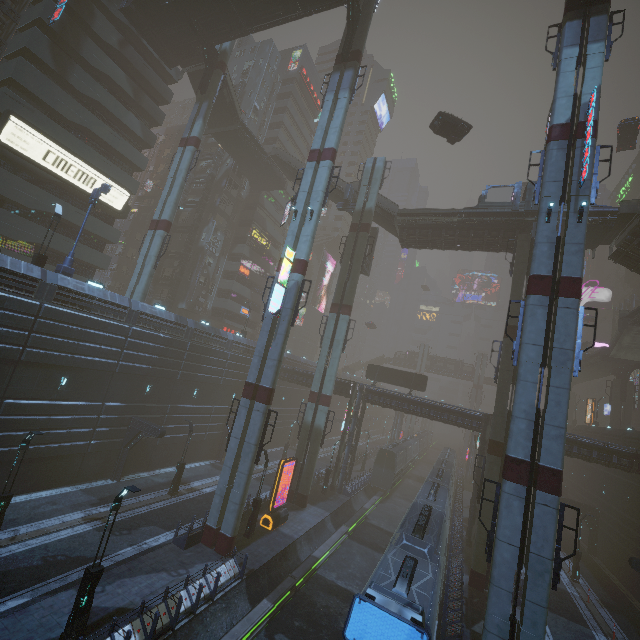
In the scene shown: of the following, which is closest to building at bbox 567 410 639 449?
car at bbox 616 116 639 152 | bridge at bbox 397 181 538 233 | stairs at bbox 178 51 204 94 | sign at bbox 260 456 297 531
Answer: bridge at bbox 397 181 538 233

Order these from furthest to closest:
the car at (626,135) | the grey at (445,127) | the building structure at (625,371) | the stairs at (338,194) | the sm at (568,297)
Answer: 1. the building structure at (625,371)
2. the stairs at (338,194)
3. the car at (626,135)
4. the grey at (445,127)
5. the sm at (568,297)

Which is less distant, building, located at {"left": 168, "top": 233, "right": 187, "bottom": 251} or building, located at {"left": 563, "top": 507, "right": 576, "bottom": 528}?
building, located at {"left": 563, "top": 507, "right": 576, "bottom": 528}

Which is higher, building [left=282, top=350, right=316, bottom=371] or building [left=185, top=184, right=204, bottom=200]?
building [left=185, top=184, right=204, bottom=200]

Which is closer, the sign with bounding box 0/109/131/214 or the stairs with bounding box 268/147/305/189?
the sign with bounding box 0/109/131/214

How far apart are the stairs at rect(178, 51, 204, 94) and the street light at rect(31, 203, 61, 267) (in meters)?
22.99

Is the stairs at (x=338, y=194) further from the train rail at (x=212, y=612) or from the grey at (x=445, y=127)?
the train rail at (x=212, y=612)

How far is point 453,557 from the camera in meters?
25.6
